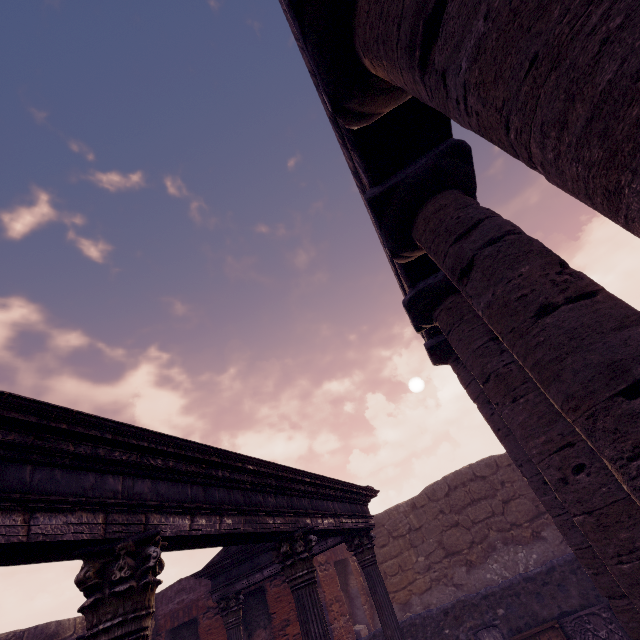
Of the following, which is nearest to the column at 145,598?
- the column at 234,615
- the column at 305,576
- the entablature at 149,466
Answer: the entablature at 149,466

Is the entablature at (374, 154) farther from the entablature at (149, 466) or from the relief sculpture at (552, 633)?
the relief sculpture at (552, 633)

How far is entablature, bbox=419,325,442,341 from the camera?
6.99m

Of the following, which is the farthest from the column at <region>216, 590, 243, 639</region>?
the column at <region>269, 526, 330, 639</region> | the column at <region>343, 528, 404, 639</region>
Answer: the column at <region>269, 526, 330, 639</region>

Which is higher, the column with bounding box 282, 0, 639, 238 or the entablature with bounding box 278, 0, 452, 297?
the entablature with bounding box 278, 0, 452, 297

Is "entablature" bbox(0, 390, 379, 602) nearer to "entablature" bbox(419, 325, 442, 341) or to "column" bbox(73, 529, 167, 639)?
"column" bbox(73, 529, 167, 639)

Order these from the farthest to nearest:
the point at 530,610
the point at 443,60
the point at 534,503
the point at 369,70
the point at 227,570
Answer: the point at 534,503 < the point at 530,610 < the point at 227,570 < the point at 369,70 < the point at 443,60

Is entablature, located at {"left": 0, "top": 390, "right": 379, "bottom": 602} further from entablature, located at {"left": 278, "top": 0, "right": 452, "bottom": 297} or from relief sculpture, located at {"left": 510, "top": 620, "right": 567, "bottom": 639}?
relief sculpture, located at {"left": 510, "top": 620, "right": 567, "bottom": 639}
